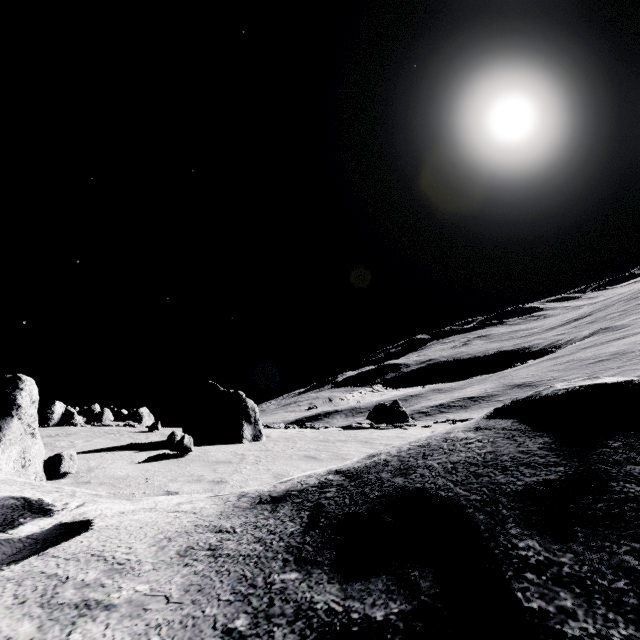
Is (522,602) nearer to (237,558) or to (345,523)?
(345,523)
